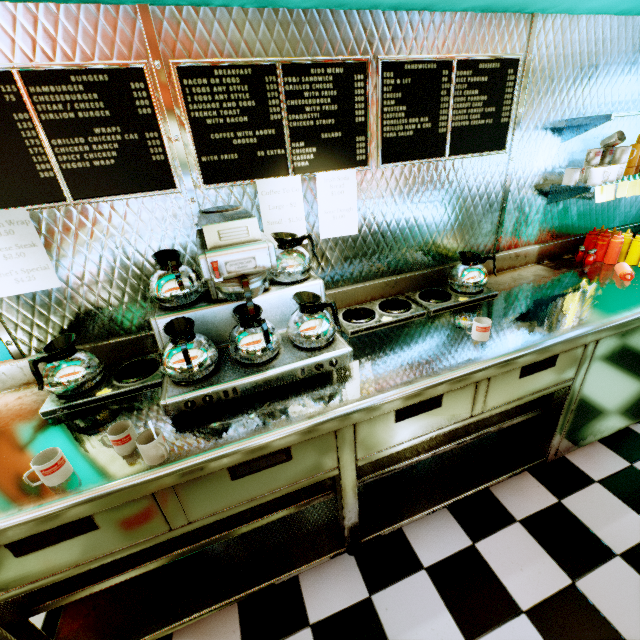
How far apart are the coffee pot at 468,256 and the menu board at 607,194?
0.9 meters

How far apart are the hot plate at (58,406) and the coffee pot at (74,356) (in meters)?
0.02

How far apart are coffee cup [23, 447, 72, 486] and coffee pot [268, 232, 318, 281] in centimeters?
116cm

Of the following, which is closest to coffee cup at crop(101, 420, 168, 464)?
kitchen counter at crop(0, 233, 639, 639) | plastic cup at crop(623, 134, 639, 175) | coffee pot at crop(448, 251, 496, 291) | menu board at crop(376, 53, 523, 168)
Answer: kitchen counter at crop(0, 233, 639, 639)

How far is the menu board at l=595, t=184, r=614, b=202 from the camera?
2.09m

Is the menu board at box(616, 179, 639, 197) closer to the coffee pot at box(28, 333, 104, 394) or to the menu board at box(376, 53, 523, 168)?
the menu board at box(376, 53, 523, 168)

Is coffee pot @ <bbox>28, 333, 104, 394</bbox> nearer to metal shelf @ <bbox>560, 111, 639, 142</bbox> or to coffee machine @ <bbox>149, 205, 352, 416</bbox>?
coffee machine @ <bbox>149, 205, 352, 416</bbox>

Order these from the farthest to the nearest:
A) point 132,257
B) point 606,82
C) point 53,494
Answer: point 606,82 → point 132,257 → point 53,494
